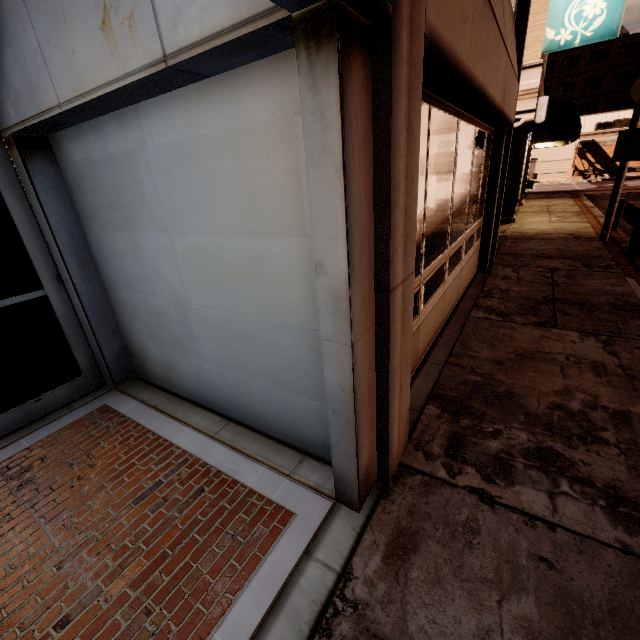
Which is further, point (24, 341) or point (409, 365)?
point (24, 341)

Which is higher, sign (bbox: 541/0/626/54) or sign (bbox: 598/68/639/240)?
sign (bbox: 541/0/626/54)

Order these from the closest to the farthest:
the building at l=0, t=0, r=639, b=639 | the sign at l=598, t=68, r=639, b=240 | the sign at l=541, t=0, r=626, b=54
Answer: the building at l=0, t=0, r=639, b=639
the sign at l=598, t=68, r=639, b=240
the sign at l=541, t=0, r=626, b=54

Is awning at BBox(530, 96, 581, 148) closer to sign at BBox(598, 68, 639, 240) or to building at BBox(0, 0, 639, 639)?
building at BBox(0, 0, 639, 639)

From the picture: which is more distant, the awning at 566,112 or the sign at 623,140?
the awning at 566,112

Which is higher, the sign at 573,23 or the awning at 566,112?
the sign at 573,23

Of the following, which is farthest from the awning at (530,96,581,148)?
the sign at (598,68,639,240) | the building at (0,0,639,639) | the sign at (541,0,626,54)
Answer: the sign at (598,68,639,240)

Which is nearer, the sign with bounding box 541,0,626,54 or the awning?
the sign with bounding box 541,0,626,54
